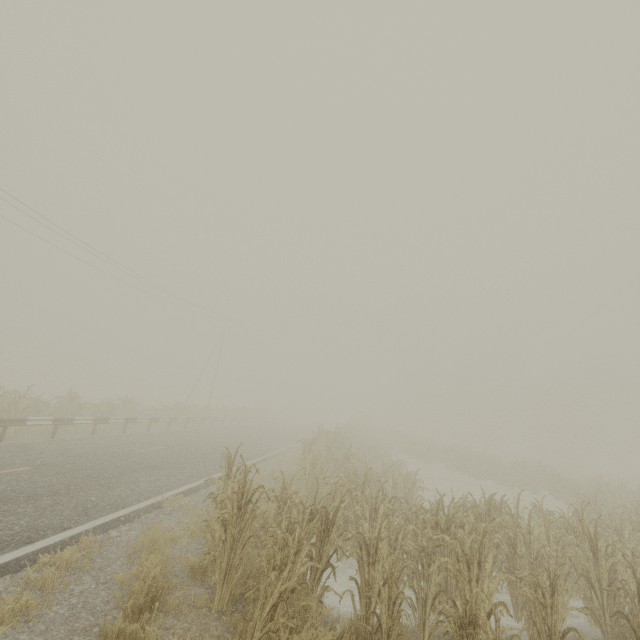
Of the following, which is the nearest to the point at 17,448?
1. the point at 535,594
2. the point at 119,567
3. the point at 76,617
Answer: the point at 119,567
